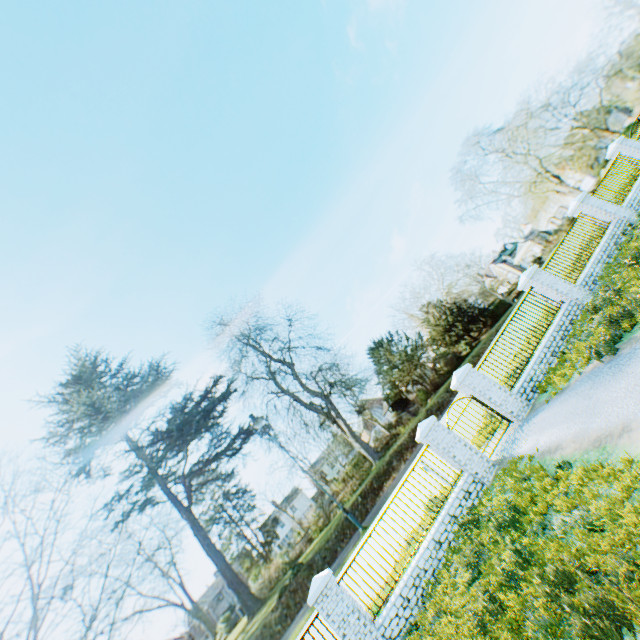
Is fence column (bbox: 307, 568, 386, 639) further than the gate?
No

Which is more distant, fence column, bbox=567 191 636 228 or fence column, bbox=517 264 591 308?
fence column, bbox=567 191 636 228

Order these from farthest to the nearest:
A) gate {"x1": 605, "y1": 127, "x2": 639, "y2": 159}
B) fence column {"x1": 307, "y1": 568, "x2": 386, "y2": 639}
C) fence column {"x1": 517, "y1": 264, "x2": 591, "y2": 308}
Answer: gate {"x1": 605, "y1": 127, "x2": 639, "y2": 159} < fence column {"x1": 517, "y1": 264, "x2": 591, "y2": 308} < fence column {"x1": 307, "y1": 568, "x2": 386, "y2": 639}

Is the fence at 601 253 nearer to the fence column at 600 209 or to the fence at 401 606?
the fence column at 600 209

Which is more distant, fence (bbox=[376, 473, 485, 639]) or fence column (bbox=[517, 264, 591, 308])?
fence column (bbox=[517, 264, 591, 308])

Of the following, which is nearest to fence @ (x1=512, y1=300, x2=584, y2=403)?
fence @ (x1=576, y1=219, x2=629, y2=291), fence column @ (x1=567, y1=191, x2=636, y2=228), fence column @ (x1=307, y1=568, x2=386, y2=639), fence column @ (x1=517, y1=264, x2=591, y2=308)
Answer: fence column @ (x1=517, y1=264, x2=591, y2=308)

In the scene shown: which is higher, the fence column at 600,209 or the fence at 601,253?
the fence column at 600,209

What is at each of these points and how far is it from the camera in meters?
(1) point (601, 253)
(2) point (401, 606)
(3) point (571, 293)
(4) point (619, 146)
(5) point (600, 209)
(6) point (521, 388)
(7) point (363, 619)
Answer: (1) fence, 13.5 m
(2) fence, 8.6 m
(3) fence column, 12.6 m
(4) gate, 16.5 m
(5) fence column, 14.5 m
(6) fence, 11.1 m
(7) fence column, 8.5 m
